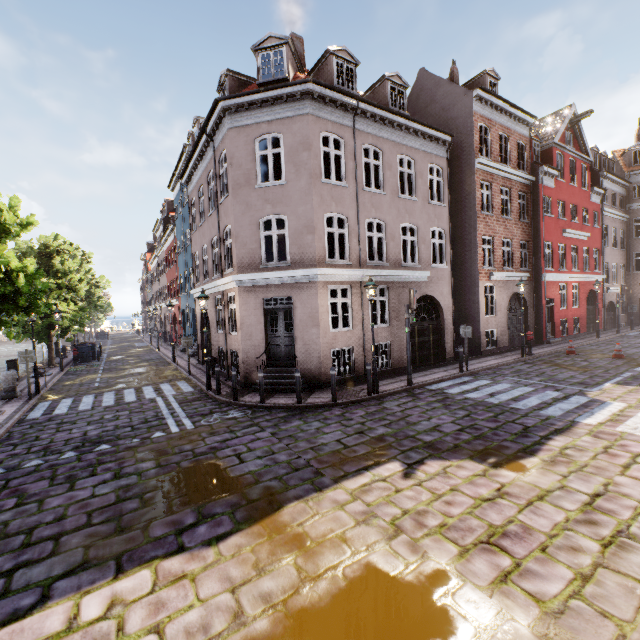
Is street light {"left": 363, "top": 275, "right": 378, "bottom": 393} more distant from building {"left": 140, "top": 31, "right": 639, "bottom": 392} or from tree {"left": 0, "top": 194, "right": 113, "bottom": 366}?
tree {"left": 0, "top": 194, "right": 113, "bottom": 366}

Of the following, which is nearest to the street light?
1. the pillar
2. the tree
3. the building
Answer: the building

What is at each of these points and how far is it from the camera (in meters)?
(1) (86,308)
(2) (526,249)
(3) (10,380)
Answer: (1) tree, 22.02
(2) building, 20.19
(3) pillar, 12.88

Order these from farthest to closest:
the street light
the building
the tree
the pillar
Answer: the pillar, the building, the street light, the tree

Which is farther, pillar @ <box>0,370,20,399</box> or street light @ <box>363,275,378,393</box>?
pillar @ <box>0,370,20,399</box>

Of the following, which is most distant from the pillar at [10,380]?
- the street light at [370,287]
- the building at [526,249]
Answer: the street light at [370,287]

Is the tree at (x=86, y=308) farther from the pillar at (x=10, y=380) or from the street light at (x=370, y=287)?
the street light at (x=370, y=287)

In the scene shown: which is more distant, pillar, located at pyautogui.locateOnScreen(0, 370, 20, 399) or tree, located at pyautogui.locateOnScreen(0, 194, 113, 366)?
pillar, located at pyautogui.locateOnScreen(0, 370, 20, 399)
